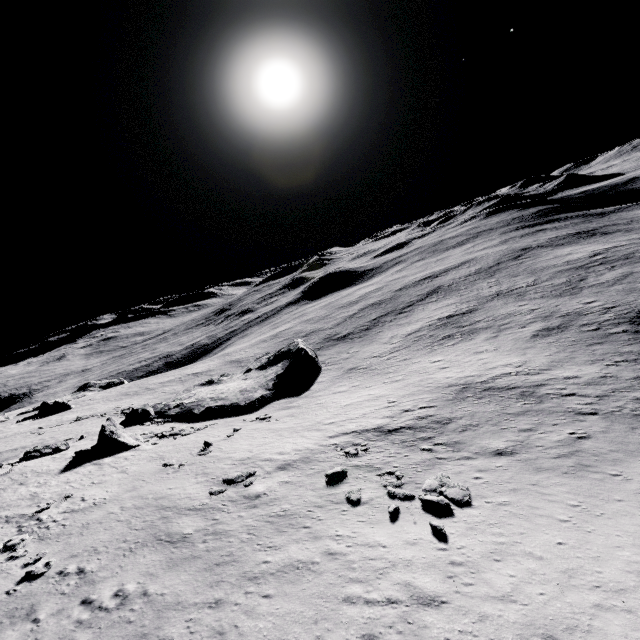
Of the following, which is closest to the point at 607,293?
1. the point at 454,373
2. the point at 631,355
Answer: the point at 631,355

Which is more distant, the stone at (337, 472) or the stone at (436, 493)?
the stone at (337, 472)

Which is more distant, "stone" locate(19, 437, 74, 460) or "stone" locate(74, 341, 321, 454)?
"stone" locate(74, 341, 321, 454)

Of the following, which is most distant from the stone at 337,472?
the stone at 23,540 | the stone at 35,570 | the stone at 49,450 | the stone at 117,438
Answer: the stone at 49,450

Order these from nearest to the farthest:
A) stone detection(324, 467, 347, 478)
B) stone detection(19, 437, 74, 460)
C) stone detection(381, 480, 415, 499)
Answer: stone detection(381, 480, 415, 499) < stone detection(324, 467, 347, 478) < stone detection(19, 437, 74, 460)

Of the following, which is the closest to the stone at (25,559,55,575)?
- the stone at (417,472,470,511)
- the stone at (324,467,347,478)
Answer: the stone at (324,467,347,478)

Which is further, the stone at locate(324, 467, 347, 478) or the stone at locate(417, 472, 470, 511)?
the stone at locate(324, 467, 347, 478)

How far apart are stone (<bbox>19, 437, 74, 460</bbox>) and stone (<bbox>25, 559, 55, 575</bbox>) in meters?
18.0 m
